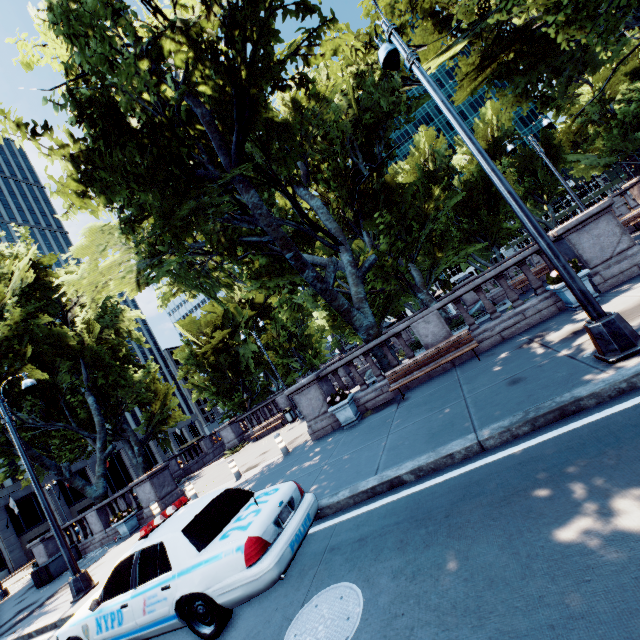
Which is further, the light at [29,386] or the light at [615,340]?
the light at [29,386]

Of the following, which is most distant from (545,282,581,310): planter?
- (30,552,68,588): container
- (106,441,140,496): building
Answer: (106,441,140,496): building

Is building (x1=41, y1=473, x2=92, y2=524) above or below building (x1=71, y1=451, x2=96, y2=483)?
below

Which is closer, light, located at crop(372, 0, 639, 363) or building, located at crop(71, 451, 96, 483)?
light, located at crop(372, 0, 639, 363)

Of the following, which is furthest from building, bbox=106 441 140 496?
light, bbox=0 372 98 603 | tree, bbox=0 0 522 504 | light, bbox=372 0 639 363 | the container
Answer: light, bbox=372 0 639 363

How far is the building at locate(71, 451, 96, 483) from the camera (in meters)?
49.79

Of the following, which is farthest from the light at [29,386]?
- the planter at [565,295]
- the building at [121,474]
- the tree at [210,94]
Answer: the building at [121,474]

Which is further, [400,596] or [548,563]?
[400,596]
